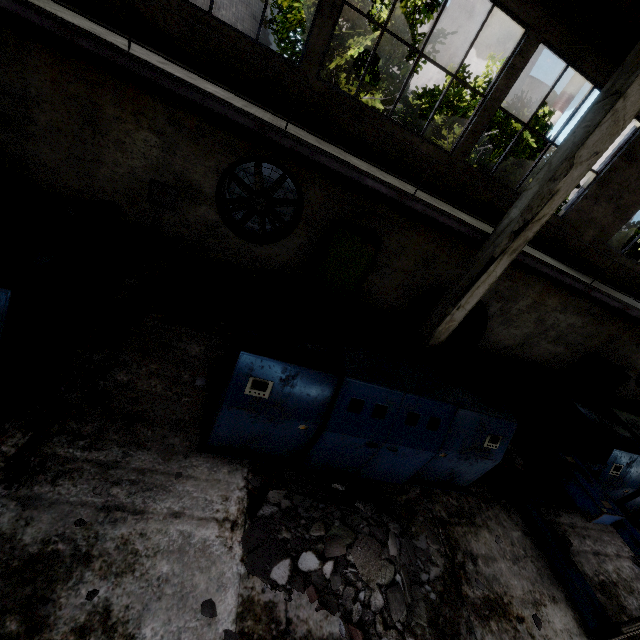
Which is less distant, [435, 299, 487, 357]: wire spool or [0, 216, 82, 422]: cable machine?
[0, 216, 82, 422]: cable machine

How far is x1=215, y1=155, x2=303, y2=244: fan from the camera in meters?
7.7

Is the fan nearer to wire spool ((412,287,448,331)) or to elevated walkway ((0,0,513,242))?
elevated walkway ((0,0,513,242))

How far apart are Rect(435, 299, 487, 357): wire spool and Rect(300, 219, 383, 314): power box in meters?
2.1

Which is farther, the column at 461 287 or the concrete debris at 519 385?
the concrete debris at 519 385

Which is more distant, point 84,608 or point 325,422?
point 325,422

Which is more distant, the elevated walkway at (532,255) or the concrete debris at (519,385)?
the concrete debris at (519,385)

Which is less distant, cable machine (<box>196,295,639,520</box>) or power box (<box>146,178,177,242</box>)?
cable machine (<box>196,295,639,520</box>)
